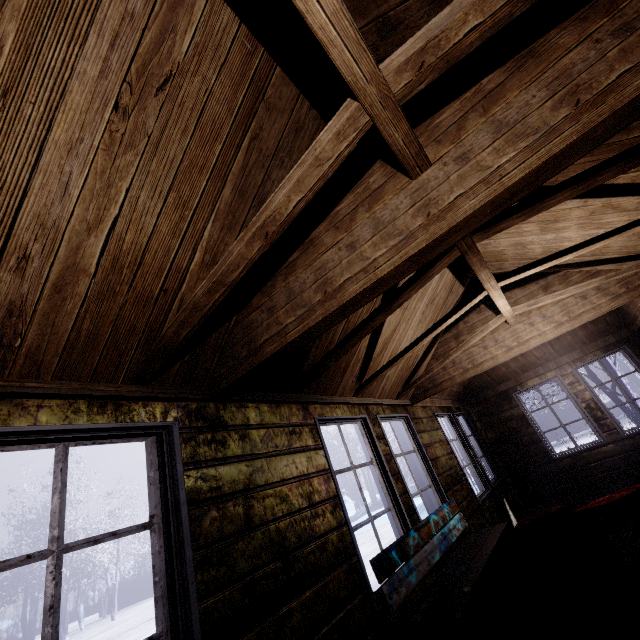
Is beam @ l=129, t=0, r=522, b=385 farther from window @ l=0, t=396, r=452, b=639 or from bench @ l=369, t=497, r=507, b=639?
bench @ l=369, t=497, r=507, b=639

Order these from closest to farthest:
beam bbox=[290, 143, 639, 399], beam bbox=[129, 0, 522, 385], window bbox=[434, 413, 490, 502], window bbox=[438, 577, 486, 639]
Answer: beam bbox=[129, 0, 522, 385] → beam bbox=[290, 143, 639, 399] → window bbox=[438, 577, 486, 639] → window bbox=[434, 413, 490, 502]

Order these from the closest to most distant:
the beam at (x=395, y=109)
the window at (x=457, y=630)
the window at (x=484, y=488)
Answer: the beam at (x=395, y=109) < the window at (x=457, y=630) < the window at (x=484, y=488)

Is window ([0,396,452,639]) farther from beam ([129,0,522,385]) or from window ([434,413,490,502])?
window ([434,413,490,502])

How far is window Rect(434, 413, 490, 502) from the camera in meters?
4.7 m

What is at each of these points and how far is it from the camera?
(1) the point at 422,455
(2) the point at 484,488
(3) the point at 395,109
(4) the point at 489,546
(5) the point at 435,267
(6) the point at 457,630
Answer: (1) window, 3.9 meters
(2) window, 5.1 meters
(3) beam, 1.1 meters
(4) bench, 2.7 meters
(5) beam, 2.1 meters
(6) window, 2.6 meters

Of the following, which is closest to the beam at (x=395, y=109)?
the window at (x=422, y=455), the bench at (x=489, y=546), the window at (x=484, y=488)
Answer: the window at (x=422, y=455)

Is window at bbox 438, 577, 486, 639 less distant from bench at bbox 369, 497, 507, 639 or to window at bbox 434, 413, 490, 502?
bench at bbox 369, 497, 507, 639
